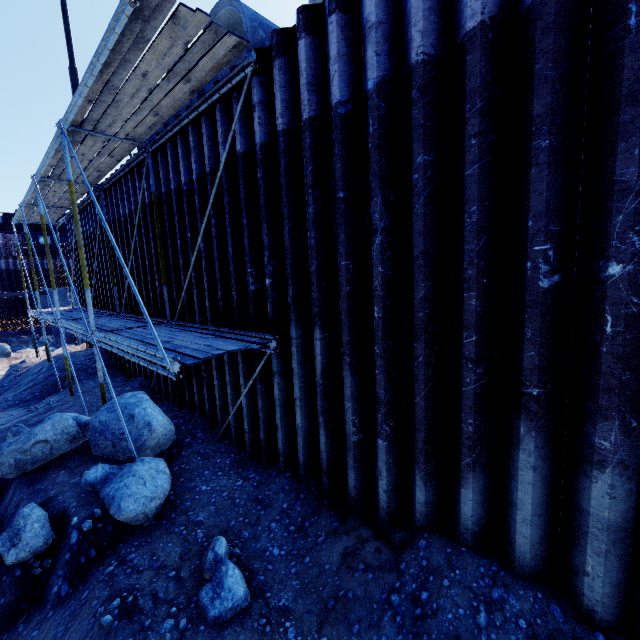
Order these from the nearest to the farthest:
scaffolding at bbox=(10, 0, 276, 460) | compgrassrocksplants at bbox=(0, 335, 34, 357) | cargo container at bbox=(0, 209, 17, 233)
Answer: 1. scaffolding at bbox=(10, 0, 276, 460)
2. compgrassrocksplants at bbox=(0, 335, 34, 357)
3. cargo container at bbox=(0, 209, 17, 233)

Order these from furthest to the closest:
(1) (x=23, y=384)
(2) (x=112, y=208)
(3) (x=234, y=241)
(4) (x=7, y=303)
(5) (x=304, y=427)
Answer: (4) (x=7, y=303) < (1) (x=23, y=384) < (2) (x=112, y=208) < (3) (x=234, y=241) < (5) (x=304, y=427)

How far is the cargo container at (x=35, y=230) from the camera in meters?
33.1

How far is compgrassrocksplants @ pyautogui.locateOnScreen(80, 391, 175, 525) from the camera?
4.6m

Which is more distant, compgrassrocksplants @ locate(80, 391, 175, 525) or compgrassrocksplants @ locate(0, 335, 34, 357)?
compgrassrocksplants @ locate(0, 335, 34, 357)

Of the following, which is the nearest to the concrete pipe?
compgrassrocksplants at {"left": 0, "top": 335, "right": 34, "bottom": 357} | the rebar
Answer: the rebar

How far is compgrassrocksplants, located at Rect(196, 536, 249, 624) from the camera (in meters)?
3.39

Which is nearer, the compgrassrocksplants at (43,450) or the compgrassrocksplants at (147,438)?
the compgrassrocksplants at (147,438)
